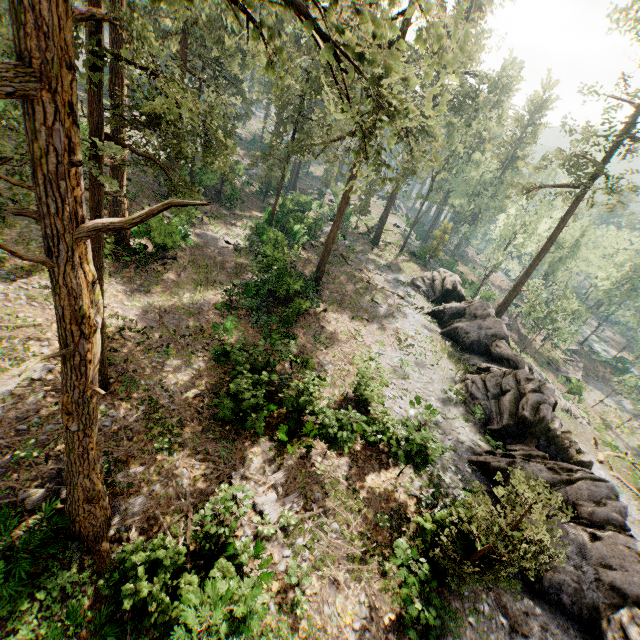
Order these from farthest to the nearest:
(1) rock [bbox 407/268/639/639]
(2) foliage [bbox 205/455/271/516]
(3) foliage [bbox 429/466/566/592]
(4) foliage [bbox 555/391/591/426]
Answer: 1. (4) foliage [bbox 555/391/591/426]
2. (1) rock [bbox 407/268/639/639]
3. (2) foliage [bbox 205/455/271/516]
4. (3) foliage [bbox 429/466/566/592]

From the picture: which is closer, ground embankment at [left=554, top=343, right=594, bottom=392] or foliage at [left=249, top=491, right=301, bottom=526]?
foliage at [left=249, top=491, right=301, bottom=526]

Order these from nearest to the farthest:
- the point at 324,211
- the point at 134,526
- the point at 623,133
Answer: the point at 134,526 → the point at 623,133 → the point at 324,211

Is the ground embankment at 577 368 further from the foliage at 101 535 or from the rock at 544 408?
the rock at 544 408

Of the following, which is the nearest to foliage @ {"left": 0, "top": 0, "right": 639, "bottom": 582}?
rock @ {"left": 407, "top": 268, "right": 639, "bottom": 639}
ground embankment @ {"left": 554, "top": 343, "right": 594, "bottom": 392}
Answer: rock @ {"left": 407, "top": 268, "right": 639, "bottom": 639}
